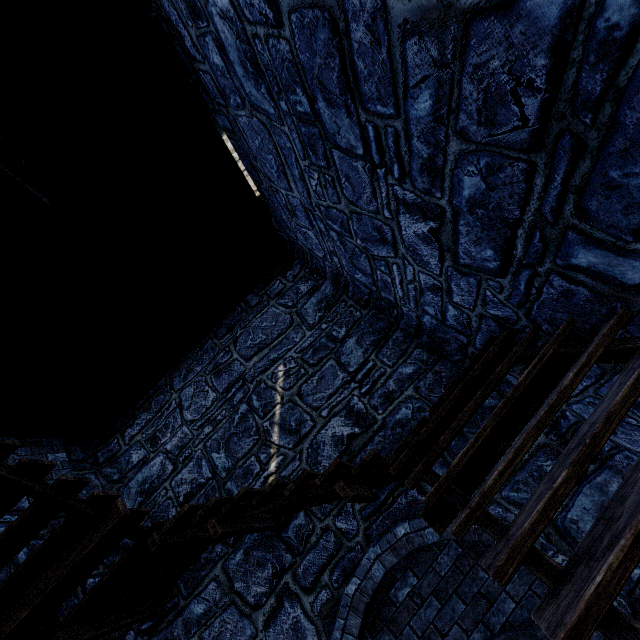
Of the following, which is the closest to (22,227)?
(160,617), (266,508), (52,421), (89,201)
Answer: (89,201)
